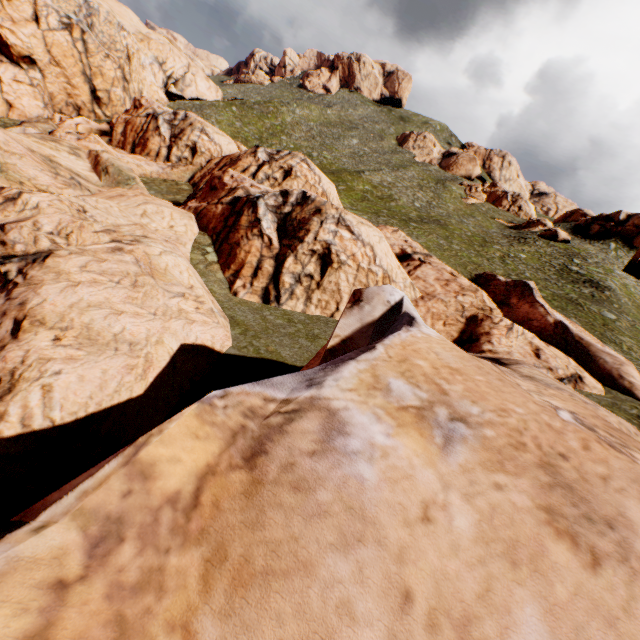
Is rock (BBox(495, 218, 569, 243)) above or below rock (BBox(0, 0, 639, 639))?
above

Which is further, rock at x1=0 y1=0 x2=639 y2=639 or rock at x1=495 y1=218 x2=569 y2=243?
rock at x1=495 y1=218 x2=569 y2=243

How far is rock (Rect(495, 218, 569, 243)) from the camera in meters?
46.9

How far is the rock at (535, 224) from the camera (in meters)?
46.94

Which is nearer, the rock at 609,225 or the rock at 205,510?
the rock at 205,510

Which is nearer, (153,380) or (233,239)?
(153,380)
